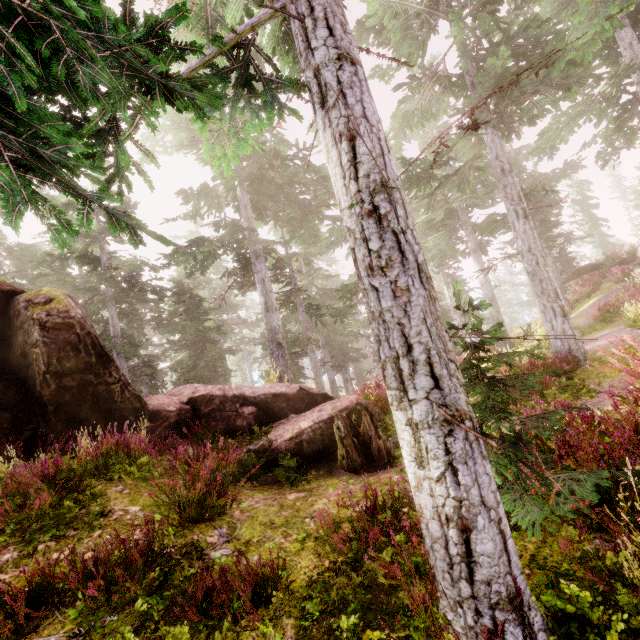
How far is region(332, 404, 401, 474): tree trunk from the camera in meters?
7.1

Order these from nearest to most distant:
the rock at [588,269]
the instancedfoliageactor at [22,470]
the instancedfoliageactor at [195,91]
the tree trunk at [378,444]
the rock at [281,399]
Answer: the instancedfoliageactor at [195,91]
the instancedfoliageactor at [22,470]
the tree trunk at [378,444]
the rock at [281,399]
the rock at [588,269]

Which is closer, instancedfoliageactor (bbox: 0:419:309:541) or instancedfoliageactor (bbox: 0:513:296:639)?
instancedfoliageactor (bbox: 0:513:296:639)

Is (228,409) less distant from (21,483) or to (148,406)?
(148,406)

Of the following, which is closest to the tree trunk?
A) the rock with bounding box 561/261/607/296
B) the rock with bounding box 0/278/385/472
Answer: the rock with bounding box 0/278/385/472

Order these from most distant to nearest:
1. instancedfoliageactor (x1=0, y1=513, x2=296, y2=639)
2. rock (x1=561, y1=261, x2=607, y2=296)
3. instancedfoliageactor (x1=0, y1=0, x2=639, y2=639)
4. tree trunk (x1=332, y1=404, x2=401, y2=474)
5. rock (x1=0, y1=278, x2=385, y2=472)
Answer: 1. rock (x1=561, y1=261, x2=607, y2=296)
2. rock (x1=0, y1=278, x2=385, y2=472)
3. tree trunk (x1=332, y1=404, x2=401, y2=474)
4. instancedfoliageactor (x1=0, y1=513, x2=296, y2=639)
5. instancedfoliageactor (x1=0, y1=0, x2=639, y2=639)

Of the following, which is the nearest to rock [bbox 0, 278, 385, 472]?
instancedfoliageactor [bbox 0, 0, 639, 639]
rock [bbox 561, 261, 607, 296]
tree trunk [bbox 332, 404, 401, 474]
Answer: instancedfoliageactor [bbox 0, 0, 639, 639]

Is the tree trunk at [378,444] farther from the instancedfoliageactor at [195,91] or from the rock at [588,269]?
the rock at [588,269]
